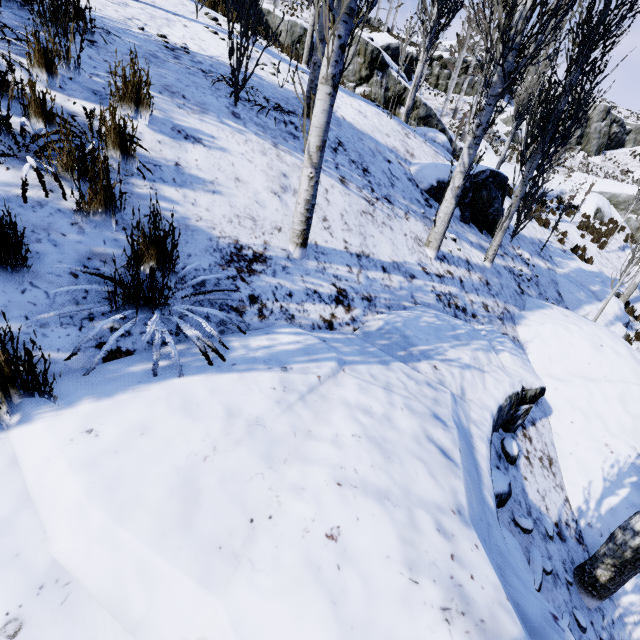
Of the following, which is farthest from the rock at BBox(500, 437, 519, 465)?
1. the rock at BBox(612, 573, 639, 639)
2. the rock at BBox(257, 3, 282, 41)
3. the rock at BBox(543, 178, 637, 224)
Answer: the rock at BBox(543, 178, 637, 224)

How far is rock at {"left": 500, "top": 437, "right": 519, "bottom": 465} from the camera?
3.8m

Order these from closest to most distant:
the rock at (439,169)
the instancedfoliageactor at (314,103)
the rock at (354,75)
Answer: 1. the instancedfoliageactor at (314,103)
2. the rock at (439,169)
3. the rock at (354,75)

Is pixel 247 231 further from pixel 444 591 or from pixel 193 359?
pixel 444 591

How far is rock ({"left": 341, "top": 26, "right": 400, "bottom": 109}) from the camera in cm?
1479

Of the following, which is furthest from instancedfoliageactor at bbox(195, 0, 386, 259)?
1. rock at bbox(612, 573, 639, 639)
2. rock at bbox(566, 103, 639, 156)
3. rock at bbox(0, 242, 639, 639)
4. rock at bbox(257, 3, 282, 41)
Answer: rock at bbox(566, 103, 639, 156)

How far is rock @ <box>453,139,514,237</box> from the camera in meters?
7.7

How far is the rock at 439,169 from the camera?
7.0 meters
